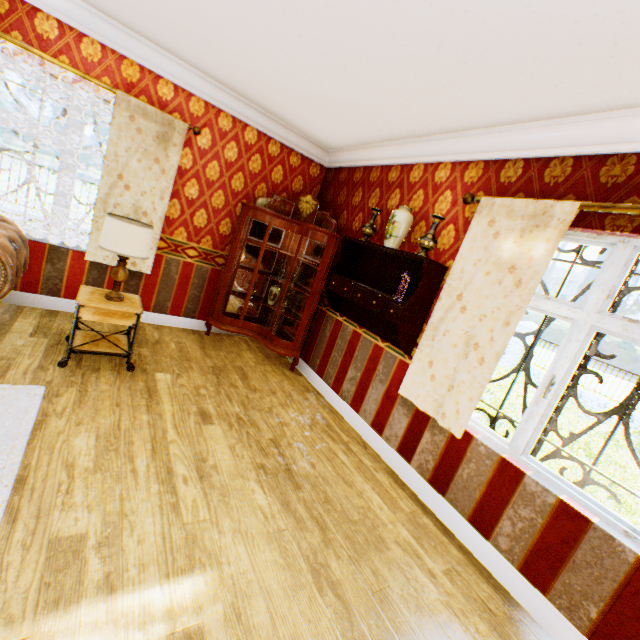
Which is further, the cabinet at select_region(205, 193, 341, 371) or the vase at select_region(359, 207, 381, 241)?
the cabinet at select_region(205, 193, 341, 371)

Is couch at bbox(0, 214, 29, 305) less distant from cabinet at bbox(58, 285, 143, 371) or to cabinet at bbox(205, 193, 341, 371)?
cabinet at bbox(58, 285, 143, 371)

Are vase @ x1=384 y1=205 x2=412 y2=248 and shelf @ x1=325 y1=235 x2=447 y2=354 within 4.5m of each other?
yes

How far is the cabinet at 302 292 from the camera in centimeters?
436cm

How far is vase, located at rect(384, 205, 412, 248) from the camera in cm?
322

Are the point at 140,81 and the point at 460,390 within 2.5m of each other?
no

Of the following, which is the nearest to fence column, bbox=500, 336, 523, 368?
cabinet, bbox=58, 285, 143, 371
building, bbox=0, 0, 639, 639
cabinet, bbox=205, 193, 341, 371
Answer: building, bbox=0, 0, 639, 639

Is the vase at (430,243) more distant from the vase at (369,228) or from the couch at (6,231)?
the couch at (6,231)
